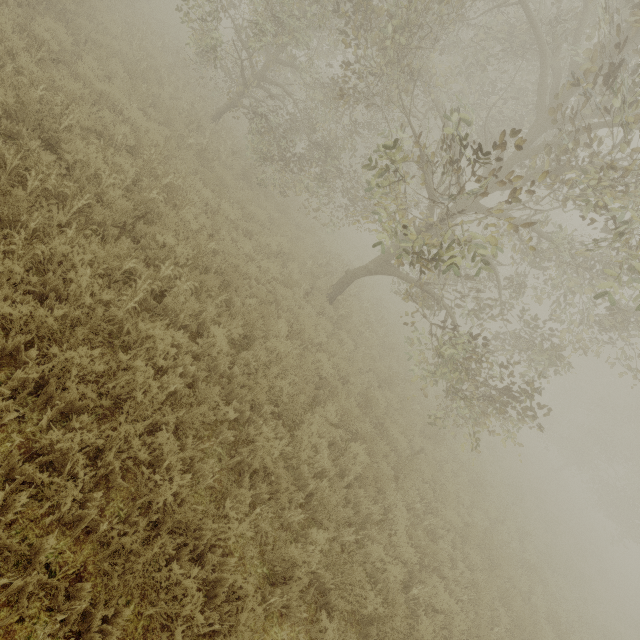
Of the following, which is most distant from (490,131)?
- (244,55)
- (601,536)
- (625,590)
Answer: (601,536)
